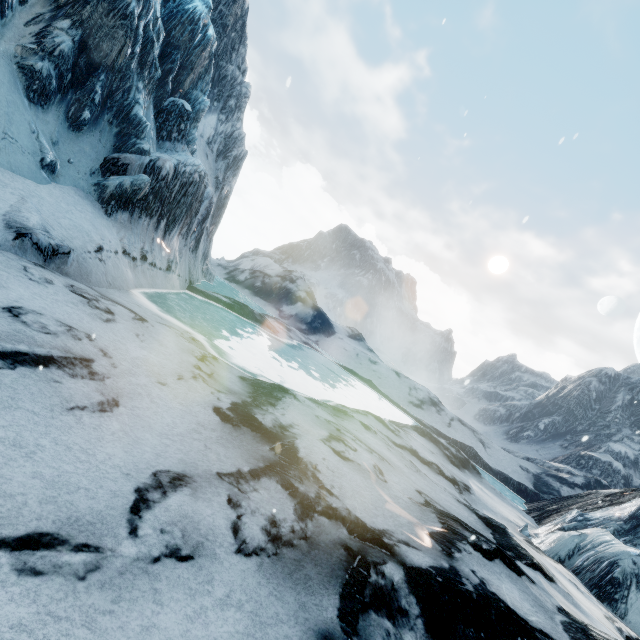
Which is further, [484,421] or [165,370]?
[484,421]
